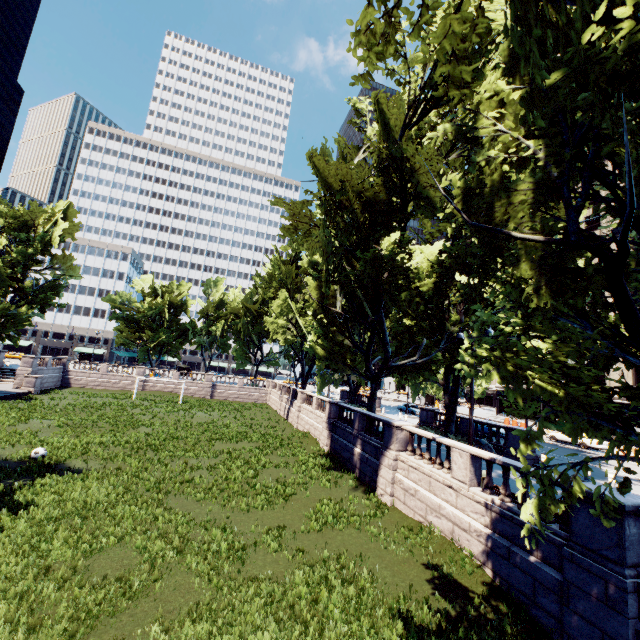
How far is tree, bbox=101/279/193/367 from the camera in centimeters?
5362cm

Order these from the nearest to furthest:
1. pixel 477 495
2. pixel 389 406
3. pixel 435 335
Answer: pixel 477 495 < pixel 435 335 < pixel 389 406

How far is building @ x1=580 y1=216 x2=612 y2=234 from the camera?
48.8m

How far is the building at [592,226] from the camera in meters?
48.8

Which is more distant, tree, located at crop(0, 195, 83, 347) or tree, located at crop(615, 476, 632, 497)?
tree, located at crop(0, 195, 83, 347)

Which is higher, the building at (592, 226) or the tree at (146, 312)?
the building at (592, 226)

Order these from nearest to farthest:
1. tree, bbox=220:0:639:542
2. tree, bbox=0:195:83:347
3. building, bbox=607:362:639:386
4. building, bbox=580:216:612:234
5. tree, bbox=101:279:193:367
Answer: tree, bbox=220:0:639:542 → building, bbox=607:362:639:386 → tree, bbox=0:195:83:347 → building, bbox=580:216:612:234 → tree, bbox=101:279:193:367
